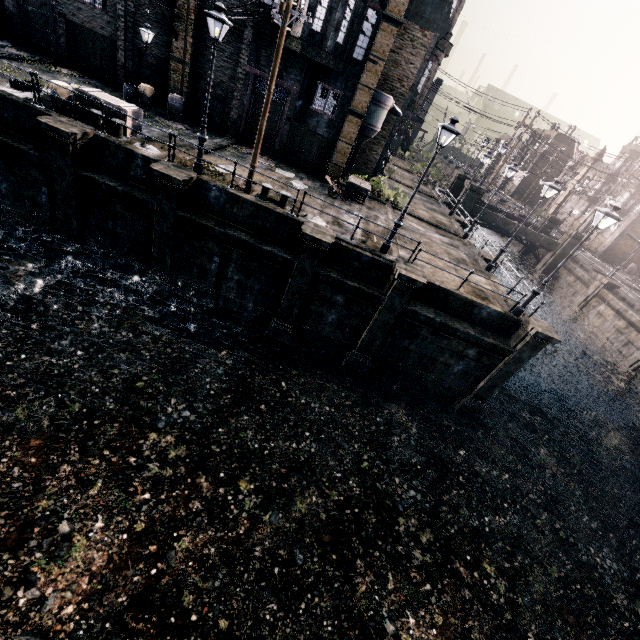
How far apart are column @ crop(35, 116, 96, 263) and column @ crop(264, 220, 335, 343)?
9.7m

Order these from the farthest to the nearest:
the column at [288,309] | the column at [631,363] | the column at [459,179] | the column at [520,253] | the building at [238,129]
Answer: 1. the column at [520,253]
2. the column at [459,179]
3. the column at [631,363]
4. the building at [238,129]
5. the column at [288,309]

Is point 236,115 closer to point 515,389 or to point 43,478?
point 43,478

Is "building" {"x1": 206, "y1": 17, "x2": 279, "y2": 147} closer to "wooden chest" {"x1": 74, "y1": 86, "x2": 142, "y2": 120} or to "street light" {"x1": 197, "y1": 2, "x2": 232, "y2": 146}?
"street light" {"x1": 197, "y1": 2, "x2": 232, "y2": 146}

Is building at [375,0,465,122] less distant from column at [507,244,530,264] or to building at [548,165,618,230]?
column at [507,244,530,264]

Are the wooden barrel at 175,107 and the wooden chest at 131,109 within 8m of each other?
yes

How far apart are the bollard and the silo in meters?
14.2

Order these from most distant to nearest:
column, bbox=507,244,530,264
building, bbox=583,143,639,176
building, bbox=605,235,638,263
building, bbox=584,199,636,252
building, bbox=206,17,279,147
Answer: building, bbox=583,143,639,176 < building, bbox=605,235,638,263 < building, bbox=584,199,636,252 < column, bbox=507,244,530,264 < building, bbox=206,17,279,147
